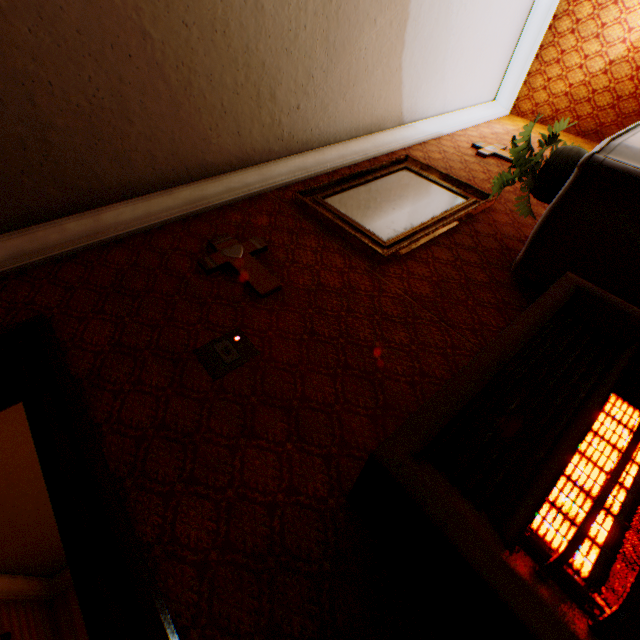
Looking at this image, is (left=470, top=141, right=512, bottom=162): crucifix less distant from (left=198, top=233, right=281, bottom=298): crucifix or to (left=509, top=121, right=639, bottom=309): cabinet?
(left=509, top=121, right=639, bottom=309): cabinet

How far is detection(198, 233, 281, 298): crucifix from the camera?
1.9m

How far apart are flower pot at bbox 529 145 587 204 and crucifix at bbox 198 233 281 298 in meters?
1.8 m

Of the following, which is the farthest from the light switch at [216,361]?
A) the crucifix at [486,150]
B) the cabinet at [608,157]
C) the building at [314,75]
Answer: the crucifix at [486,150]

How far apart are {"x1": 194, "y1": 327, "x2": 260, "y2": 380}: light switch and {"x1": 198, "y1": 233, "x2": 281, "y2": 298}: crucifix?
0.3m

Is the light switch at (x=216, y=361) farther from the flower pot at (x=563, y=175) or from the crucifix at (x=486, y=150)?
the crucifix at (x=486, y=150)

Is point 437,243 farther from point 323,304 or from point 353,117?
point 353,117

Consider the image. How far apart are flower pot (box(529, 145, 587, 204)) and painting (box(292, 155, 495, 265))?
0.5 meters
